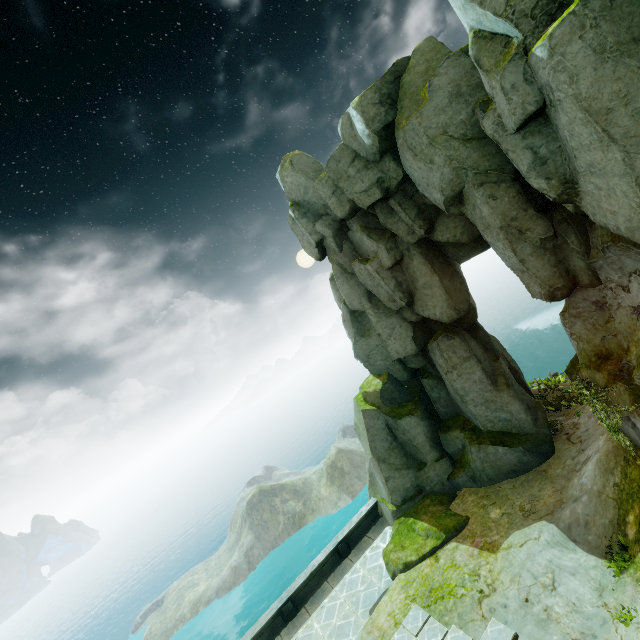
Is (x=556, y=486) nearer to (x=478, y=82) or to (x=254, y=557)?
(x=478, y=82)

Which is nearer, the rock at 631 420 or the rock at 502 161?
the rock at 502 161

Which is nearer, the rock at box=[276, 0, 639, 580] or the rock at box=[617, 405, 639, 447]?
the rock at box=[276, 0, 639, 580]
